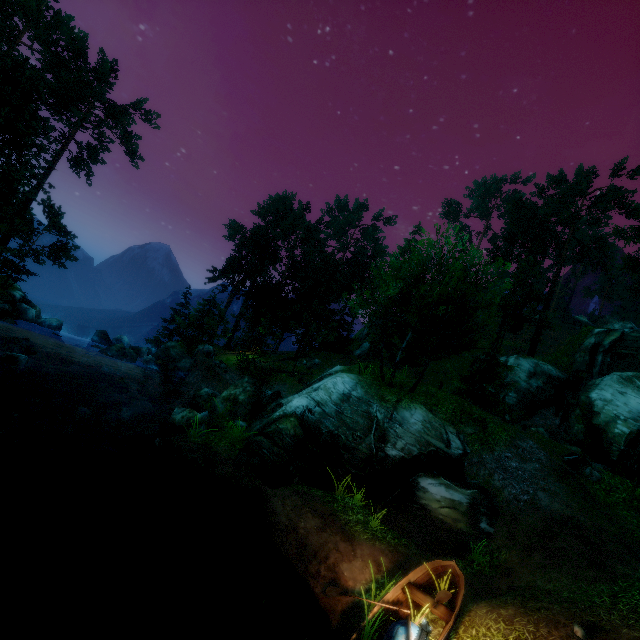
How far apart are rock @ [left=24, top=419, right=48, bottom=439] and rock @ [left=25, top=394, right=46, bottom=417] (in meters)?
2.63

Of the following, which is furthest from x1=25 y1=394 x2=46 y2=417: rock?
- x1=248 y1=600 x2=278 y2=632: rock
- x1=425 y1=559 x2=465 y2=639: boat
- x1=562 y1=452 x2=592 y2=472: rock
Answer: x1=562 y1=452 x2=592 y2=472: rock

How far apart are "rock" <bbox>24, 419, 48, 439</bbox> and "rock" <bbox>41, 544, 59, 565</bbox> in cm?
459

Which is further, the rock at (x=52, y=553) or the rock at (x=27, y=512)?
the rock at (x=27, y=512)

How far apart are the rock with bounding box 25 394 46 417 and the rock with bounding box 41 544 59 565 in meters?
8.6

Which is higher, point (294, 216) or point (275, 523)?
point (294, 216)

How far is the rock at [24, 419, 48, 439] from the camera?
11.9 meters

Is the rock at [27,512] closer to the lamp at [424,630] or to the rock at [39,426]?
the rock at [39,426]
